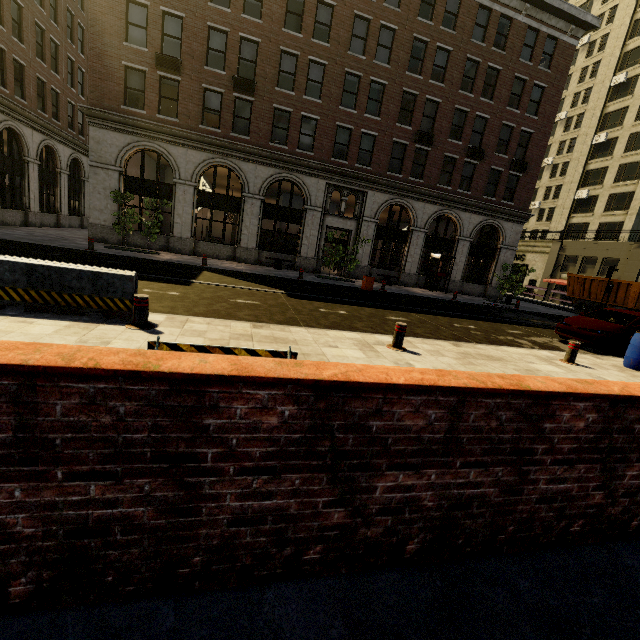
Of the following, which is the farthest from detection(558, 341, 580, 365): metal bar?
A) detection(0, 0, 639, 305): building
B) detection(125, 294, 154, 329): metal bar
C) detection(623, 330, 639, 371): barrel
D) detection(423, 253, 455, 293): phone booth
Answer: detection(0, 0, 639, 305): building

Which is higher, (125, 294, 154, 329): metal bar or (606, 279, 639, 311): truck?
(606, 279, 639, 311): truck

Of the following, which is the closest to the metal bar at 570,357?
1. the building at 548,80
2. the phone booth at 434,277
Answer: the phone booth at 434,277

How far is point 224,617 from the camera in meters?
1.6

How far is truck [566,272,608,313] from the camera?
25.0m

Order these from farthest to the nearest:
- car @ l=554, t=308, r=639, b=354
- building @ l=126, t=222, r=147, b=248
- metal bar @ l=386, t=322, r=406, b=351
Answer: building @ l=126, t=222, r=147, b=248
car @ l=554, t=308, r=639, b=354
metal bar @ l=386, t=322, r=406, b=351

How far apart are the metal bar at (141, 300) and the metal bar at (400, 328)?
4.6m

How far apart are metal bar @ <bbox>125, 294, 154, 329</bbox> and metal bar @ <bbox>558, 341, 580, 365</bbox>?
9.5m
